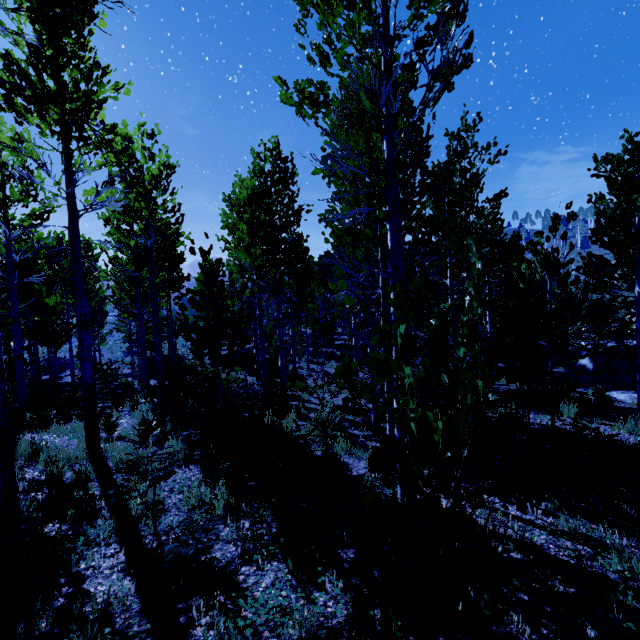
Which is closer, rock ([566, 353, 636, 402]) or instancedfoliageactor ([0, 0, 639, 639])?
instancedfoliageactor ([0, 0, 639, 639])

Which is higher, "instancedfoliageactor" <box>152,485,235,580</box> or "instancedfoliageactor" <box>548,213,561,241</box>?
"instancedfoliageactor" <box>548,213,561,241</box>

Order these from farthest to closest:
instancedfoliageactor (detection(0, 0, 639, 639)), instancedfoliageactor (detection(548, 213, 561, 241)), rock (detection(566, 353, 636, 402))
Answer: rock (detection(566, 353, 636, 402))
instancedfoliageactor (detection(548, 213, 561, 241))
instancedfoliageactor (detection(0, 0, 639, 639))

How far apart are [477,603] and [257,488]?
3.2m

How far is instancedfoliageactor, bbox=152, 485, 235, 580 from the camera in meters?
2.7 m

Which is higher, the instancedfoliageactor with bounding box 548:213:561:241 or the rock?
the instancedfoliageactor with bounding box 548:213:561:241

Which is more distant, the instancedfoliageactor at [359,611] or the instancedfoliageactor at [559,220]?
the instancedfoliageactor at [559,220]

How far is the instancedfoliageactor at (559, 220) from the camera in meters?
6.8 m
